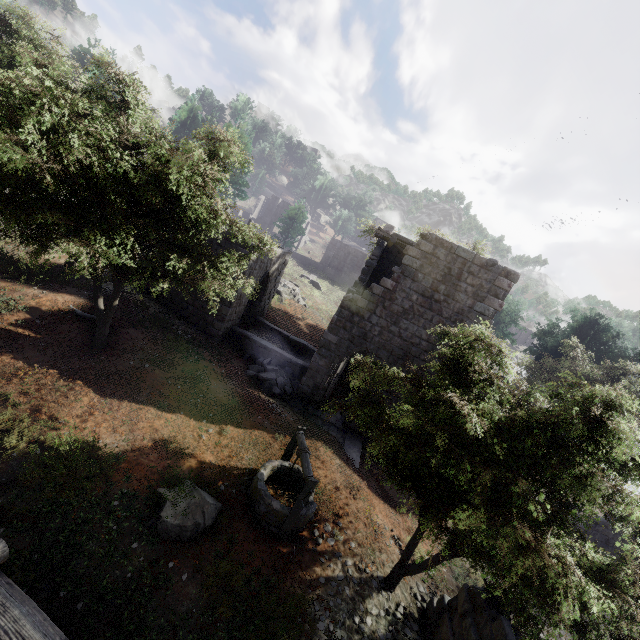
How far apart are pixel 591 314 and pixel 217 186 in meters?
36.7

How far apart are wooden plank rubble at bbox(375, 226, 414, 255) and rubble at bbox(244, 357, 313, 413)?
7.54m

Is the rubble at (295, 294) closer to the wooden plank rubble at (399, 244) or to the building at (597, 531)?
the building at (597, 531)

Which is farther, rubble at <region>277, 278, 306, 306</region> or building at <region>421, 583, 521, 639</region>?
rubble at <region>277, 278, 306, 306</region>

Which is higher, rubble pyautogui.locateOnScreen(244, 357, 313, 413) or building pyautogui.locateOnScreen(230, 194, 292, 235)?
building pyautogui.locateOnScreen(230, 194, 292, 235)

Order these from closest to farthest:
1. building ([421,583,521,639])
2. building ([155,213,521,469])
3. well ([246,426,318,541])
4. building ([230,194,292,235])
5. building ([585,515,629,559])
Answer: building ([421,583,521,639])
well ([246,426,318,541])
building ([155,213,521,469])
building ([585,515,629,559])
building ([230,194,292,235])

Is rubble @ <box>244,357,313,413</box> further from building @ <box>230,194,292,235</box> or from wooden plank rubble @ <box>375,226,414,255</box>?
building @ <box>230,194,292,235</box>

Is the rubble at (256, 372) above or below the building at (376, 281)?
below
